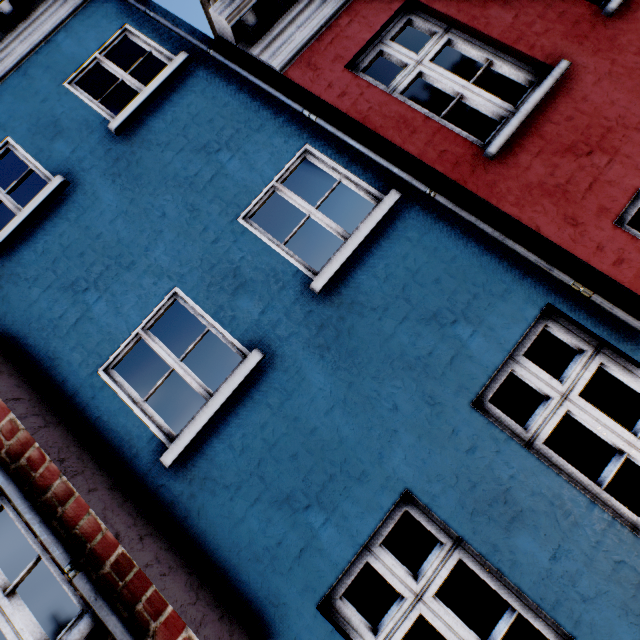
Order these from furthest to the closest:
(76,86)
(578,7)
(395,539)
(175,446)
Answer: (395,539)
(76,86)
(578,7)
(175,446)
